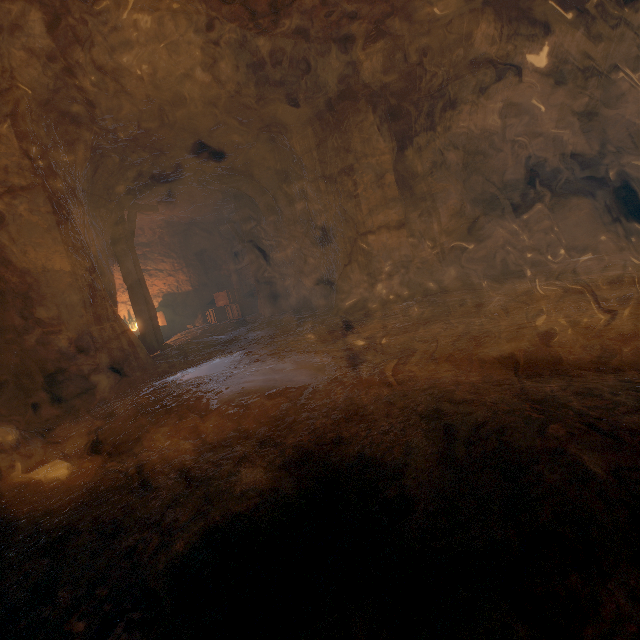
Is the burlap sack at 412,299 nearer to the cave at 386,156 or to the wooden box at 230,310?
the cave at 386,156

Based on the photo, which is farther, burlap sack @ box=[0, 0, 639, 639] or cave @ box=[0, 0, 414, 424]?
cave @ box=[0, 0, 414, 424]

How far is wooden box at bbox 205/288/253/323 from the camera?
13.4m

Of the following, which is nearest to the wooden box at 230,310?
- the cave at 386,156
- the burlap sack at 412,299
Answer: the cave at 386,156

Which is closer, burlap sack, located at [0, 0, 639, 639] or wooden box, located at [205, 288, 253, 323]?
burlap sack, located at [0, 0, 639, 639]

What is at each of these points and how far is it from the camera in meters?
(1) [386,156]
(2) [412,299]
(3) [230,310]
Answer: (1) cave, 6.8 m
(2) burlap sack, 6.8 m
(3) wooden box, 13.4 m

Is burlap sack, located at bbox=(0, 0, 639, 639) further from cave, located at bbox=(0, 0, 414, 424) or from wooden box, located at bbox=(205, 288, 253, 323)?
wooden box, located at bbox=(205, 288, 253, 323)

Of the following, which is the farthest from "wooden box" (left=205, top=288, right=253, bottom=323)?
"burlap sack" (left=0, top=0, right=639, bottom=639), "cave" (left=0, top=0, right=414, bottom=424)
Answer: "burlap sack" (left=0, top=0, right=639, bottom=639)
